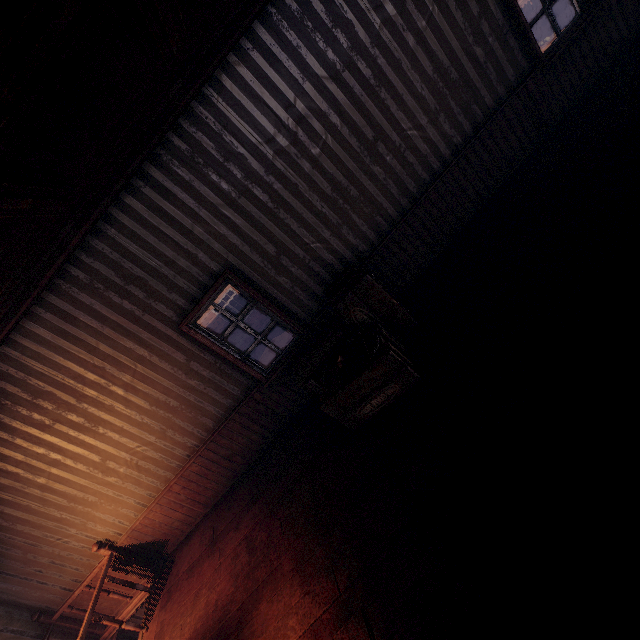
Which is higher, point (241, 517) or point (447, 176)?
point (447, 176)

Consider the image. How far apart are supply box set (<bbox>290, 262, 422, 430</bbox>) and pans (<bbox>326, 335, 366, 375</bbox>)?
0.0m

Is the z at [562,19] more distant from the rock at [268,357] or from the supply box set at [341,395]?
the supply box set at [341,395]

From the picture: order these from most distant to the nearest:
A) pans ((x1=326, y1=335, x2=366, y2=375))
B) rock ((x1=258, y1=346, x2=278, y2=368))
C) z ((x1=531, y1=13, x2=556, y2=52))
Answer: z ((x1=531, y1=13, x2=556, y2=52))
rock ((x1=258, y1=346, x2=278, y2=368))
pans ((x1=326, y1=335, x2=366, y2=375))

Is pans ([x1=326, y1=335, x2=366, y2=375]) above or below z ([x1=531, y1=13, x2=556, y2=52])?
above

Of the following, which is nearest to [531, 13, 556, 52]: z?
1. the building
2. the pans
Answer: the building

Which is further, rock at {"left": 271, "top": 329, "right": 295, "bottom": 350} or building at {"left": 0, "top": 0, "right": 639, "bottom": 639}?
rock at {"left": 271, "top": 329, "right": 295, "bottom": 350}

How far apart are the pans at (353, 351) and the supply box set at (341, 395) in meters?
0.0 m
